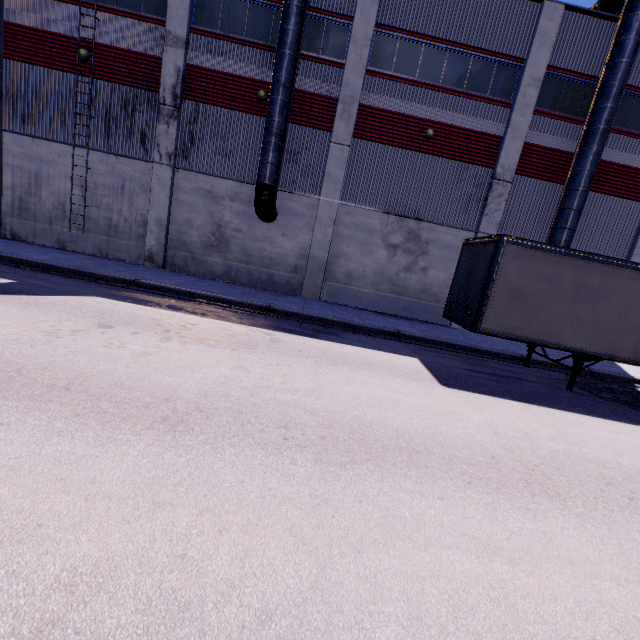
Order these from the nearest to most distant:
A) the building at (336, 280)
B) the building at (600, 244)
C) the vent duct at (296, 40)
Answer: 1. the vent duct at (296, 40)
2. the building at (336, 280)
3. the building at (600, 244)

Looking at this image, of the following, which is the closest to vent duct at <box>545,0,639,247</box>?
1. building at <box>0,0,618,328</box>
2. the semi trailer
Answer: building at <box>0,0,618,328</box>

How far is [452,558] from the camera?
2.98m

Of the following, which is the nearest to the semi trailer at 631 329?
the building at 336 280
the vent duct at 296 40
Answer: the building at 336 280

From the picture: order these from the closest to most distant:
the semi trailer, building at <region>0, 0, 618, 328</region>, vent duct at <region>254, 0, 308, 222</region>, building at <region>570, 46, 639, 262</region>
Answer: the semi trailer, vent duct at <region>254, 0, 308, 222</region>, building at <region>0, 0, 618, 328</region>, building at <region>570, 46, 639, 262</region>

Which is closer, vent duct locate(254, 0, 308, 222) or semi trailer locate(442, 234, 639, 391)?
semi trailer locate(442, 234, 639, 391)
